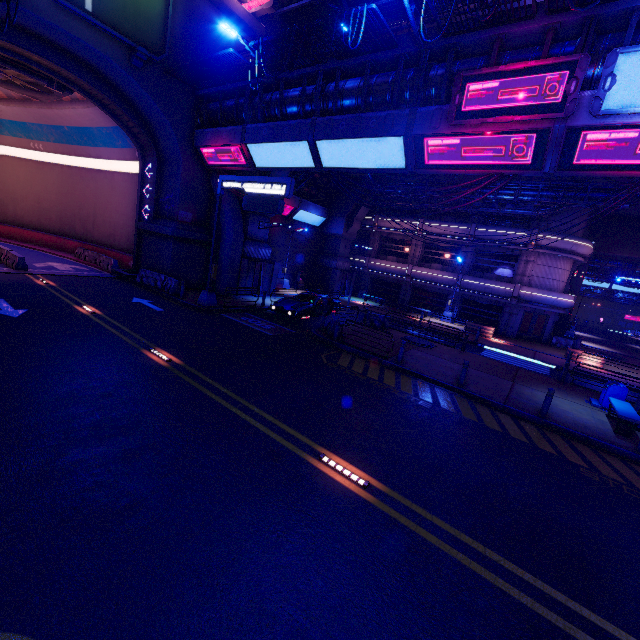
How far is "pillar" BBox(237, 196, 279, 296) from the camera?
23.8m

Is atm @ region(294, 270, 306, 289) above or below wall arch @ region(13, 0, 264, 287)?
below

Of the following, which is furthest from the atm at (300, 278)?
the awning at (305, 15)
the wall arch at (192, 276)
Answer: the awning at (305, 15)

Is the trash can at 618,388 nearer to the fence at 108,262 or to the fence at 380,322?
the fence at 380,322

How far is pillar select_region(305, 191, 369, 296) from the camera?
33.31m

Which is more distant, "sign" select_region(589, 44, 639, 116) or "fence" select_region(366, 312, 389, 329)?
"fence" select_region(366, 312, 389, 329)

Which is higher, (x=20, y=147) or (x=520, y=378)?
(x=20, y=147)

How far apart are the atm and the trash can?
24.8m
